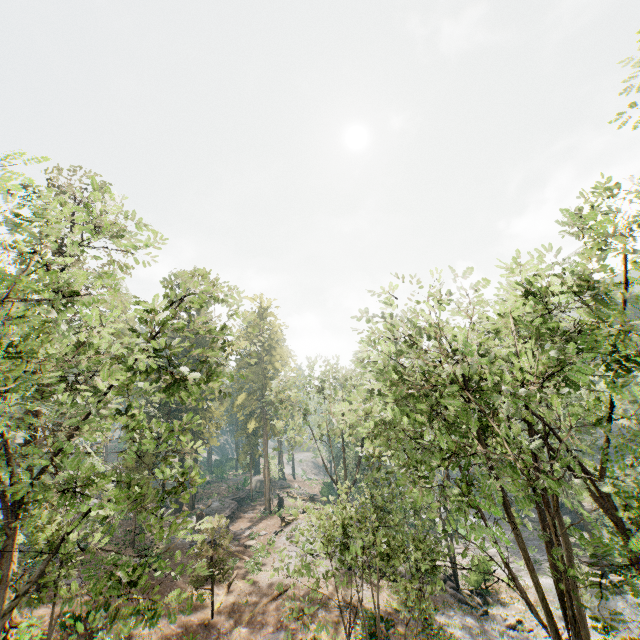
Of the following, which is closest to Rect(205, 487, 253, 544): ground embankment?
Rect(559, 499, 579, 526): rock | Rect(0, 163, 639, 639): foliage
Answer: Rect(0, 163, 639, 639): foliage

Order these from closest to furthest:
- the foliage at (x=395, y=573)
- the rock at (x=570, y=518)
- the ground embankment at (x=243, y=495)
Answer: the foliage at (x=395, y=573) < the ground embankment at (x=243, y=495) < the rock at (x=570, y=518)

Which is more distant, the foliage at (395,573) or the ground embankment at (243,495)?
the ground embankment at (243,495)

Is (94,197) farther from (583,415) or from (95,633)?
(583,415)

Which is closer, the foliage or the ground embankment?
the foliage

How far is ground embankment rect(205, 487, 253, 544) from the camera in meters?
36.5

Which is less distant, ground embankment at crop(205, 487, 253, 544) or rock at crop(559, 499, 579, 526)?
ground embankment at crop(205, 487, 253, 544)
